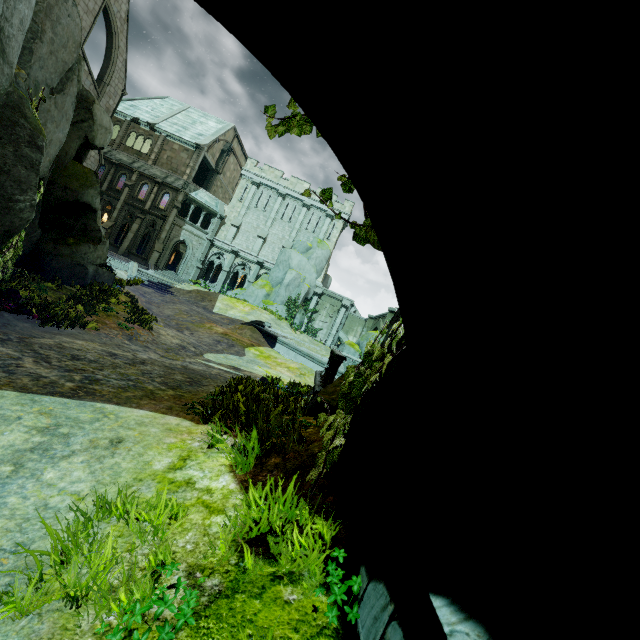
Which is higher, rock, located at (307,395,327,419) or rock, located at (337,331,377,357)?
rock, located at (337,331,377,357)

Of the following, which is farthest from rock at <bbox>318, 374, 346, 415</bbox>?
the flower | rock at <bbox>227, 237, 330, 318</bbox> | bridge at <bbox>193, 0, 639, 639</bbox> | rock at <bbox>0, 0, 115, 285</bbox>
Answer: rock at <bbox>227, 237, 330, 318</bbox>

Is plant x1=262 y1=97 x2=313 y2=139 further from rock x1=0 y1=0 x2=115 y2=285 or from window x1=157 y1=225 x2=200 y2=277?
window x1=157 y1=225 x2=200 y2=277

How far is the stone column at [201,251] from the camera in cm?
3678

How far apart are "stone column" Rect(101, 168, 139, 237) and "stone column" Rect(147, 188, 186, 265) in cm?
425

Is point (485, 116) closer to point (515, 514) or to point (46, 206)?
point (515, 514)

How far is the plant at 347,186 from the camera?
3.73m

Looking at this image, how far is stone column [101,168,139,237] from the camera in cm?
3347
